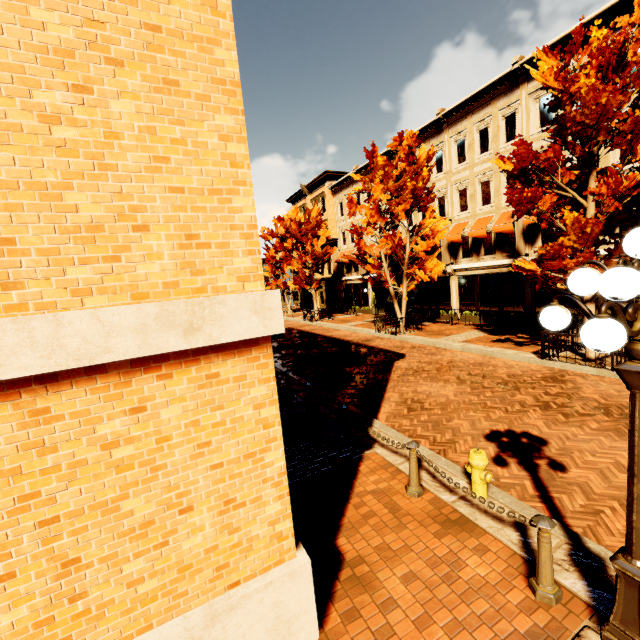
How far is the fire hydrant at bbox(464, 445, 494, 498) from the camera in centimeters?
481cm

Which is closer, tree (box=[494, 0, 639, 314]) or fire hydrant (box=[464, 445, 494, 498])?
fire hydrant (box=[464, 445, 494, 498])

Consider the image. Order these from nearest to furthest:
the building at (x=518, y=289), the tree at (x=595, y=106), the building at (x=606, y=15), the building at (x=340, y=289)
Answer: the tree at (x=595, y=106)
the building at (x=606, y=15)
the building at (x=518, y=289)
the building at (x=340, y=289)

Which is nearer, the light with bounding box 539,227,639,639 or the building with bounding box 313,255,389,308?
the light with bounding box 539,227,639,639

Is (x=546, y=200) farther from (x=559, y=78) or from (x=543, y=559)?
(x=543, y=559)

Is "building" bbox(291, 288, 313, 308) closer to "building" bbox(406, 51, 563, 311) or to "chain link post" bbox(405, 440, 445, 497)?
"building" bbox(406, 51, 563, 311)

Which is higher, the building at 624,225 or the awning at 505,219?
the awning at 505,219

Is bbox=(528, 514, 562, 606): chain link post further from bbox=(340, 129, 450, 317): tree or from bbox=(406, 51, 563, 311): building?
bbox=(406, 51, 563, 311): building
